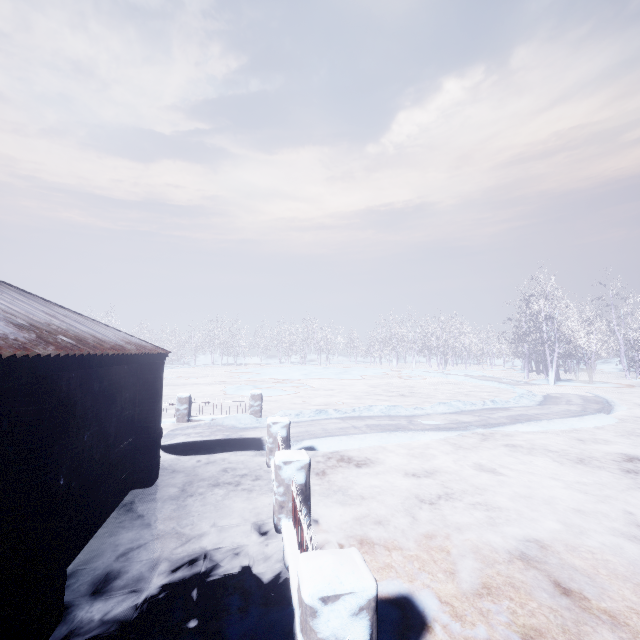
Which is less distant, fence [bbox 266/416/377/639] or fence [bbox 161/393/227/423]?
fence [bbox 266/416/377/639]

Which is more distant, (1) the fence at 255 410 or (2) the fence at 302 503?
(1) the fence at 255 410

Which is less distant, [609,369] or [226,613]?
[226,613]

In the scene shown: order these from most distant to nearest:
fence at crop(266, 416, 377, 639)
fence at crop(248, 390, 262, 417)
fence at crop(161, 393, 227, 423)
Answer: fence at crop(248, 390, 262, 417) → fence at crop(161, 393, 227, 423) → fence at crop(266, 416, 377, 639)

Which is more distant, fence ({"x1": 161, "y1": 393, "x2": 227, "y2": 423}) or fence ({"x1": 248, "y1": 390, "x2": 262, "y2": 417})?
fence ({"x1": 248, "y1": 390, "x2": 262, "y2": 417})

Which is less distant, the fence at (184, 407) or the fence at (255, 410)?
the fence at (184, 407)

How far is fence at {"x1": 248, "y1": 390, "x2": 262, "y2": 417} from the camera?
11.23m
